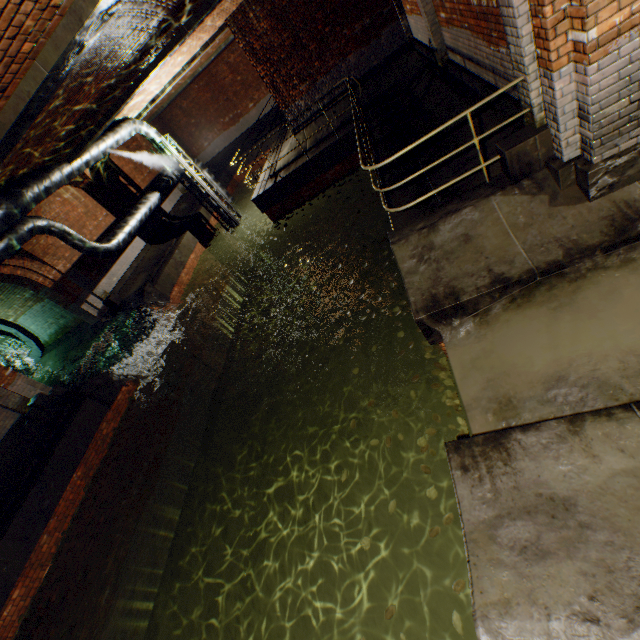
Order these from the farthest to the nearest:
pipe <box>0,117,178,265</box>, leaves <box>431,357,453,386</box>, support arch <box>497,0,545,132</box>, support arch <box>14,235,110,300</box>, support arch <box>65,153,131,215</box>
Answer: support arch <box>65,153,131,215</box> → support arch <box>14,235,110,300</box> → pipe <box>0,117,178,265</box> → leaves <box>431,357,453,386</box> → support arch <box>497,0,545,132</box>

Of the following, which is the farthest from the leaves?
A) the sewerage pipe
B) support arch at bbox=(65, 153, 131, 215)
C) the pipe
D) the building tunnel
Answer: the sewerage pipe

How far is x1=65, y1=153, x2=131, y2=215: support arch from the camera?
13.81m

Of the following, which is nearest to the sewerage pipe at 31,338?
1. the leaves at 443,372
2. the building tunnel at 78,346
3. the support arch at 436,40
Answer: the building tunnel at 78,346

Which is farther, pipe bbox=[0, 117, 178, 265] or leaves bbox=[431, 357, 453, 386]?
pipe bbox=[0, 117, 178, 265]

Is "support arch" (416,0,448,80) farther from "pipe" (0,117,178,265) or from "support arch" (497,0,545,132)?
"pipe" (0,117,178,265)

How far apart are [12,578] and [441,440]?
9.9m

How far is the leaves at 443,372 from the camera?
4.64m
